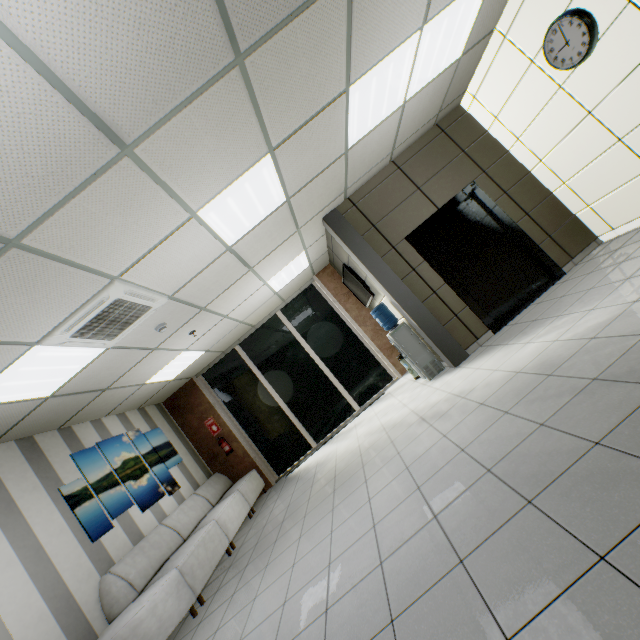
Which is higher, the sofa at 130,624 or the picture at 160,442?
the picture at 160,442

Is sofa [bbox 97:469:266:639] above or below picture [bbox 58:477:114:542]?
below

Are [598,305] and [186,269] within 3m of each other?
no

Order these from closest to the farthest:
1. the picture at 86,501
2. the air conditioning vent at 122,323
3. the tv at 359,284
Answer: the air conditioning vent at 122,323 → the picture at 86,501 → the tv at 359,284

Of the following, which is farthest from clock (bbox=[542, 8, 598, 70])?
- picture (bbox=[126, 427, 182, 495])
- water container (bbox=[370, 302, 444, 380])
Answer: picture (bbox=[126, 427, 182, 495])

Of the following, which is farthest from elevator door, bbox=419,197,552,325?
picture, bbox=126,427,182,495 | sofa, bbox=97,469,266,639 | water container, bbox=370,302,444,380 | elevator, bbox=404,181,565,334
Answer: picture, bbox=126,427,182,495

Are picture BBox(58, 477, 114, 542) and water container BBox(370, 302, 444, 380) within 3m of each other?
no

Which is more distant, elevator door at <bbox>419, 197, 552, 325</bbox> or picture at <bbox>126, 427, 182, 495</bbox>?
picture at <bbox>126, 427, 182, 495</bbox>
